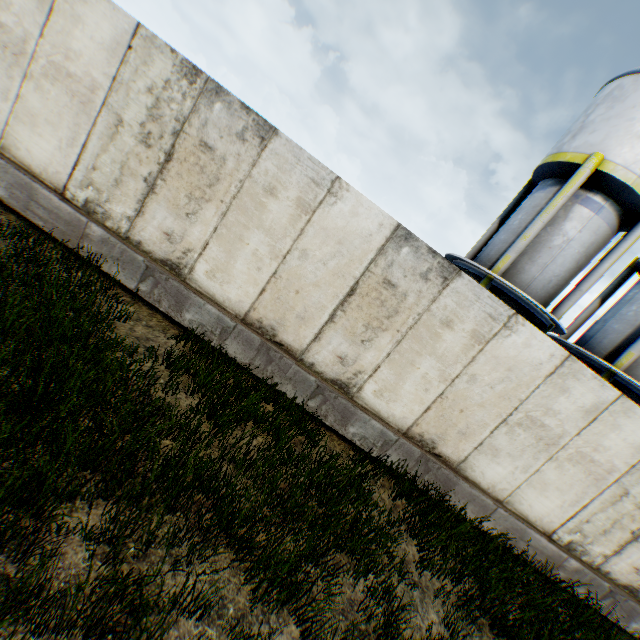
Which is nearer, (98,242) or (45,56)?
(45,56)
